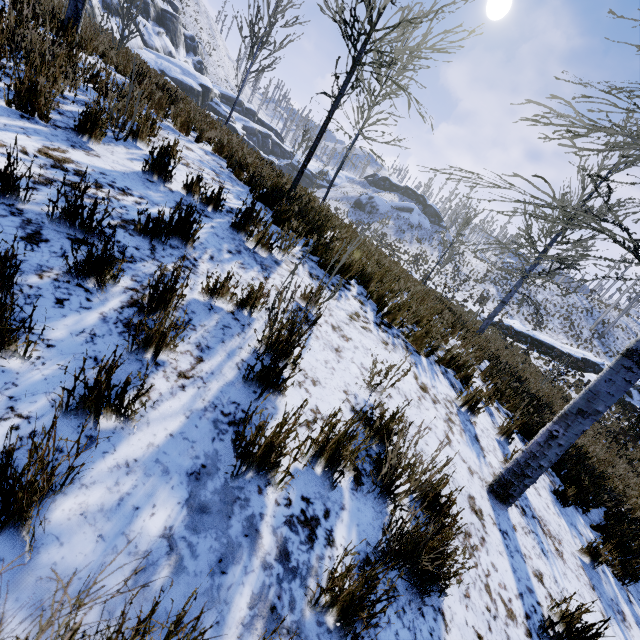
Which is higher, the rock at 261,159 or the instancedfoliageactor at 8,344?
the rock at 261,159

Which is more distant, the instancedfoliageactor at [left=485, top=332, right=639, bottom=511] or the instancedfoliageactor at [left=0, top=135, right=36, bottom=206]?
the instancedfoliageactor at [left=485, top=332, right=639, bottom=511]

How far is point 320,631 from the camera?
1.4m

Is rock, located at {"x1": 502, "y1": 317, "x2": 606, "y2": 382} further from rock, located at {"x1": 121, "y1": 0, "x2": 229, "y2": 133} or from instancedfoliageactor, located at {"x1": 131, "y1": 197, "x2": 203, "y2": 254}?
rock, located at {"x1": 121, "y1": 0, "x2": 229, "y2": 133}

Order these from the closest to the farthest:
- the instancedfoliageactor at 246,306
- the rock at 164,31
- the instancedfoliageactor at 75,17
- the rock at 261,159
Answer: the instancedfoliageactor at 246,306 < the instancedfoliageactor at 75,17 < the rock at 261,159 < the rock at 164,31

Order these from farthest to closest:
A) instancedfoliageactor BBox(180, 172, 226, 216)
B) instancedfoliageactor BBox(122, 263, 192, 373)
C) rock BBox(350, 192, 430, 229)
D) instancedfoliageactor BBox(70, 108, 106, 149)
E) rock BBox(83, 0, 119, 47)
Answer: rock BBox(350, 192, 430, 229), rock BBox(83, 0, 119, 47), instancedfoliageactor BBox(180, 172, 226, 216), instancedfoliageactor BBox(70, 108, 106, 149), instancedfoliageactor BBox(122, 263, 192, 373)

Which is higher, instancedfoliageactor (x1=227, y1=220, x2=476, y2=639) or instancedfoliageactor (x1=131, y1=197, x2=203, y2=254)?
instancedfoliageactor (x1=131, y1=197, x2=203, y2=254)
